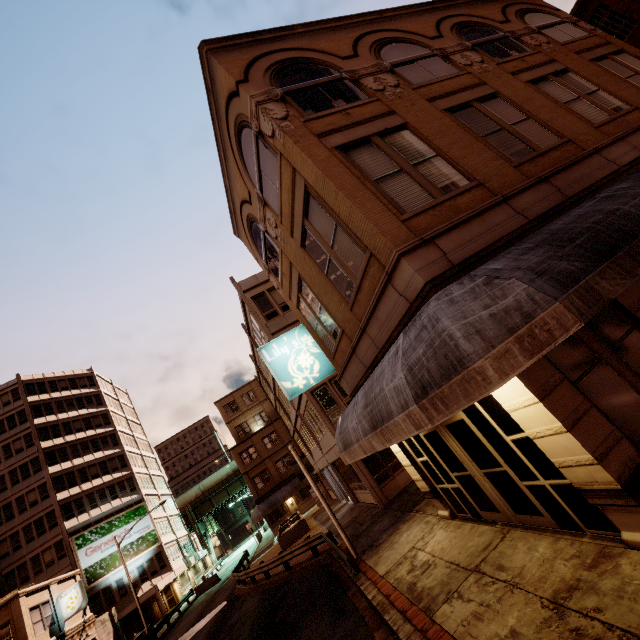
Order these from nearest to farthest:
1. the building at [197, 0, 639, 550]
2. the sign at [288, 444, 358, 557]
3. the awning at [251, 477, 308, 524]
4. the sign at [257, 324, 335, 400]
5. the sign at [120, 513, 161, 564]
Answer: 1. the building at [197, 0, 639, 550]
2. the sign at [257, 324, 335, 400]
3. the sign at [288, 444, 358, 557]
4. the awning at [251, 477, 308, 524]
5. the sign at [120, 513, 161, 564]

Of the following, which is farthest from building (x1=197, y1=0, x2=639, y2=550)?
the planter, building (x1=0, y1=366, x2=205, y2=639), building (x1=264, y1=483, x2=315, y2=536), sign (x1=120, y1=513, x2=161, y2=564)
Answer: sign (x1=120, y1=513, x2=161, y2=564)

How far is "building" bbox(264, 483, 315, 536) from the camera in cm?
3894

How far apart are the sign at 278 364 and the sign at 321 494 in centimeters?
352cm

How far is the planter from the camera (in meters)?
24.55

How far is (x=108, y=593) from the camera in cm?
3825

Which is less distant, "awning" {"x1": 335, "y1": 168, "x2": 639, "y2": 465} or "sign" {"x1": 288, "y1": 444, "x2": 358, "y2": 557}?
"awning" {"x1": 335, "y1": 168, "x2": 639, "y2": 465}

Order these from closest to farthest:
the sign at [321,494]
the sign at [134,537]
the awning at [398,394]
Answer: the awning at [398,394], the sign at [321,494], the sign at [134,537]
